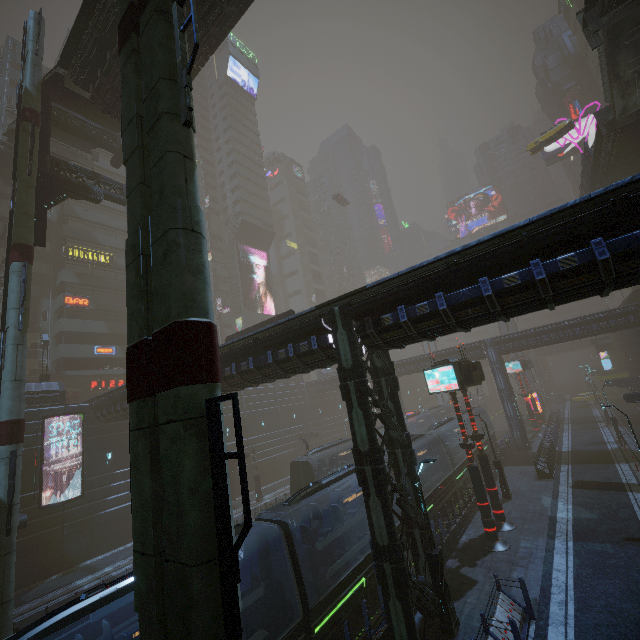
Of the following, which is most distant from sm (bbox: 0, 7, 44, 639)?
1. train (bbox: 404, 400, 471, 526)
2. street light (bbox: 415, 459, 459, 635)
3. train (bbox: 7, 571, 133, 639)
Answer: train (bbox: 404, 400, 471, 526)

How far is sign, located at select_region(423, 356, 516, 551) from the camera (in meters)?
16.42

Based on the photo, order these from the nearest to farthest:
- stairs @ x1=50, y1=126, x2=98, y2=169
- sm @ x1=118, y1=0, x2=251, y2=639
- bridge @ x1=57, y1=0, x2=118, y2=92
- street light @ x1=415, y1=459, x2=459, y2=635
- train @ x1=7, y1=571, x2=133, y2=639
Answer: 1. sm @ x1=118, y1=0, x2=251, y2=639
2. train @ x1=7, y1=571, x2=133, y2=639
3. street light @ x1=415, y1=459, x2=459, y2=635
4. bridge @ x1=57, y1=0, x2=118, y2=92
5. stairs @ x1=50, y1=126, x2=98, y2=169

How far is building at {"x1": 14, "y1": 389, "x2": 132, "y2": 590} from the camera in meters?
22.8 m

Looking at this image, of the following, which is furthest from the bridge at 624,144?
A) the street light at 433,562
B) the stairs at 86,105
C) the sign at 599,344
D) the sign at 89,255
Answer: the sign at 89,255

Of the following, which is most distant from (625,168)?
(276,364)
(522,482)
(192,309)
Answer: (192,309)

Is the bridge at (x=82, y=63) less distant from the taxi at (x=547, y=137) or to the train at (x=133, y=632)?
the train at (x=133, y=632)

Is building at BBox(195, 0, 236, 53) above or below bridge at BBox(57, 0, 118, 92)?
below
